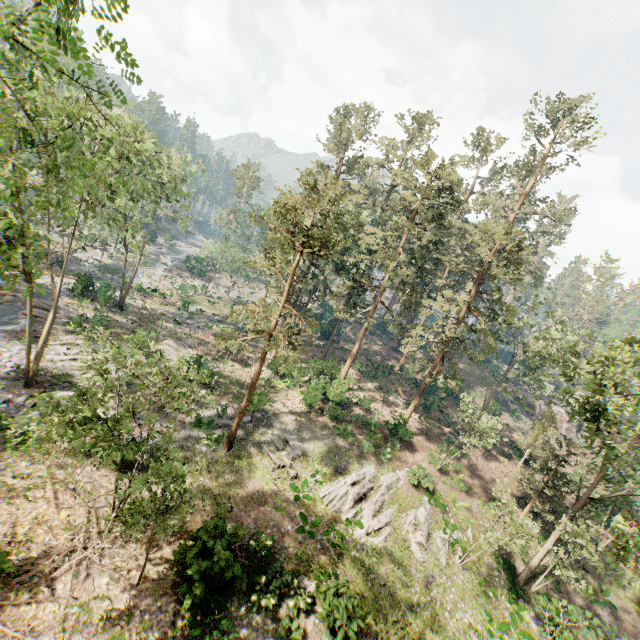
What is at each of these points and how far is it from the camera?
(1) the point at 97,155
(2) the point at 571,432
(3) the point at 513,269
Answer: (1) foliage, 5.4 meters
(2) ground embankment, 50.7 meters
(3) foliage, 23.8 meters

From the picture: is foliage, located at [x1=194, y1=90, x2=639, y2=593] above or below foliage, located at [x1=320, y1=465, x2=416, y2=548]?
above

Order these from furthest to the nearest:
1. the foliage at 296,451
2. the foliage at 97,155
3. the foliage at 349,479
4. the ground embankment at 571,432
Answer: the ground embankment at 571,432
the foliage at 296,451
the foliage at 349,479
the foliage at 97,155

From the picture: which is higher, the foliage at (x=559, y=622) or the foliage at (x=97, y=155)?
the foliage at (x=97, y=155)

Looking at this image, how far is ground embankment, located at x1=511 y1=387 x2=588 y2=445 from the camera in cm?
5041

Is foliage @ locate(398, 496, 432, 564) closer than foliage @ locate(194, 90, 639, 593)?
No
